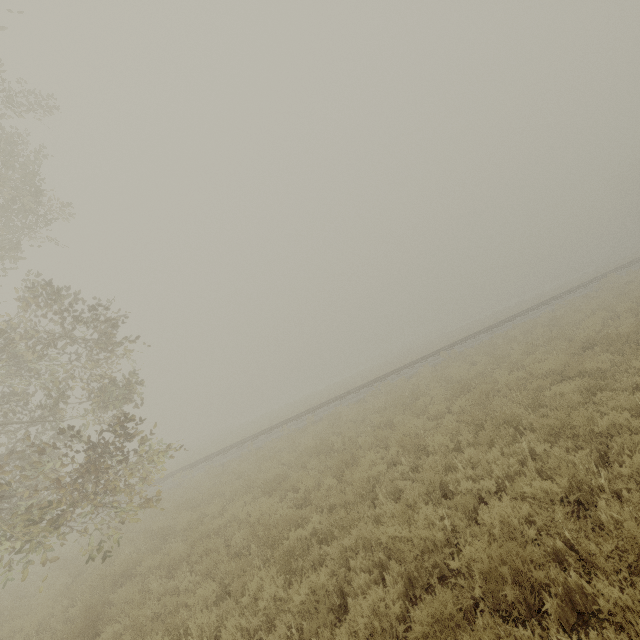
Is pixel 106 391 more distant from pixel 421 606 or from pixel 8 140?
pixel 421 606

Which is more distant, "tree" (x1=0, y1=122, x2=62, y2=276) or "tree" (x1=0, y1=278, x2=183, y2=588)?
"tree" (x1=0, y1=122, x2=62, y2=276)

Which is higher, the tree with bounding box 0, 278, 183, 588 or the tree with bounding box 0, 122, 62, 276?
the tree with bounding box 0, 122, 62, 276

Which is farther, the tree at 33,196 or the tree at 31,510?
the tree at 33,196

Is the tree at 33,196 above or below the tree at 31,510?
above
